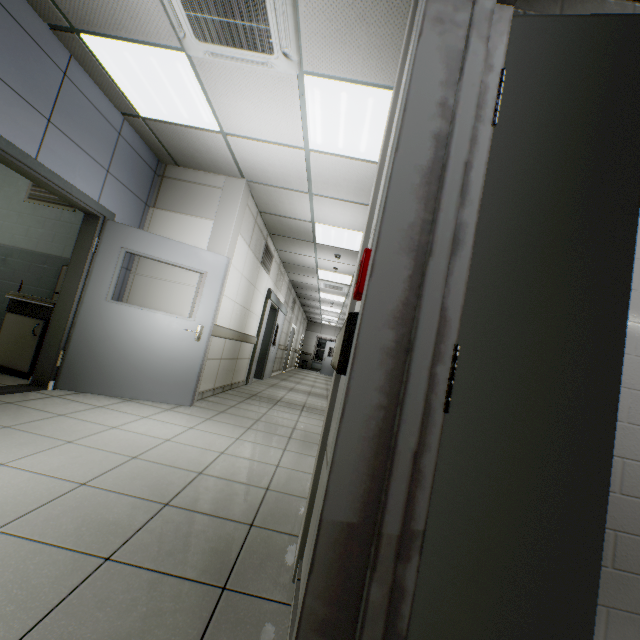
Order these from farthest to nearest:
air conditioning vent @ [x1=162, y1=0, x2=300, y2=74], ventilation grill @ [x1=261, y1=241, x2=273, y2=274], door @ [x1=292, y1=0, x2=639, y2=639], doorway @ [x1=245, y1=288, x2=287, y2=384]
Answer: doorway @ [x1=245, y1=288, x2=287, y2=384] → ventilation grill @ [x1=261, y1=241, x2=273, y2=274] → air conditioning vent @ [x1=162, y1=0, x2=300, y2=74] → door @ [x1=292, y1=0, x2=639, y2=639]

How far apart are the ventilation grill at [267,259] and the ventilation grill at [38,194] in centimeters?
307cm

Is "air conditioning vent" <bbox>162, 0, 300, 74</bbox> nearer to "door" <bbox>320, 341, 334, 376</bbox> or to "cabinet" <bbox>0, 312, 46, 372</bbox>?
"cabinet" <bbox>0, 312, 46, 372</bbox>

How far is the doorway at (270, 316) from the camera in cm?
764

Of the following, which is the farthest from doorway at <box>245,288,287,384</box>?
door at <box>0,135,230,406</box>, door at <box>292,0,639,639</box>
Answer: door at <box>292,0,639,639</box>

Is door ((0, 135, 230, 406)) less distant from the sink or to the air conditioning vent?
the sink

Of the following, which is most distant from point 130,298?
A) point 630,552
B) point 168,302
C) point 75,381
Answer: point 630,552

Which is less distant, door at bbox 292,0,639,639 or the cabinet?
door at bbox 292,0,639,639
